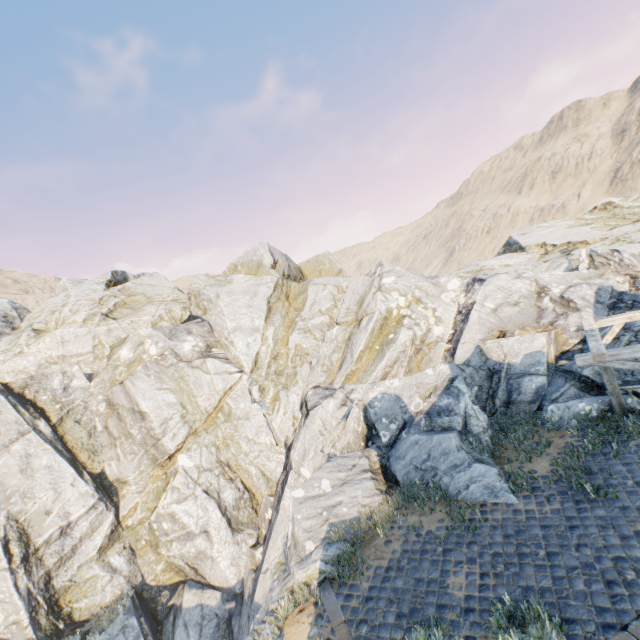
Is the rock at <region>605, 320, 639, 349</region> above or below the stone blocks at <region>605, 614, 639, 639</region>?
above

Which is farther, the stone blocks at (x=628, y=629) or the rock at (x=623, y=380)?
the rock at (x=623, y=380)

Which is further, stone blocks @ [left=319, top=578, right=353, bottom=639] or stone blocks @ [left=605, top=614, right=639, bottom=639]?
stone blocks @ [left=319, top=578, right=353, bottom=639]

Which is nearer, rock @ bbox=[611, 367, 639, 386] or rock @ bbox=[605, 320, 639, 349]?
rock @ bbox=[611, 367, 639, 386]

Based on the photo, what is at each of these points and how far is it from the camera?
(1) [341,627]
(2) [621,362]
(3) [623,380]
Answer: (1) stone blocks, 6.3m
(2) awning, 6.7m
(3) rock, 10.0m

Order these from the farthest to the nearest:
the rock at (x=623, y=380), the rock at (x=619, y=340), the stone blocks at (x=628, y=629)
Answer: the rock at (x=619, y=340) < the rock at (x=623, y=380) < the stone blocks at (x=628, y=629)

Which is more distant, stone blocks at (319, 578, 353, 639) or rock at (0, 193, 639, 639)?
rock at (0, 193, 639, 639)

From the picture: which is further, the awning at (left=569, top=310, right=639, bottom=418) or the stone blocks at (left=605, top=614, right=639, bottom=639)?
the awning at (left=569, top=310, right=639, bottom=418)
